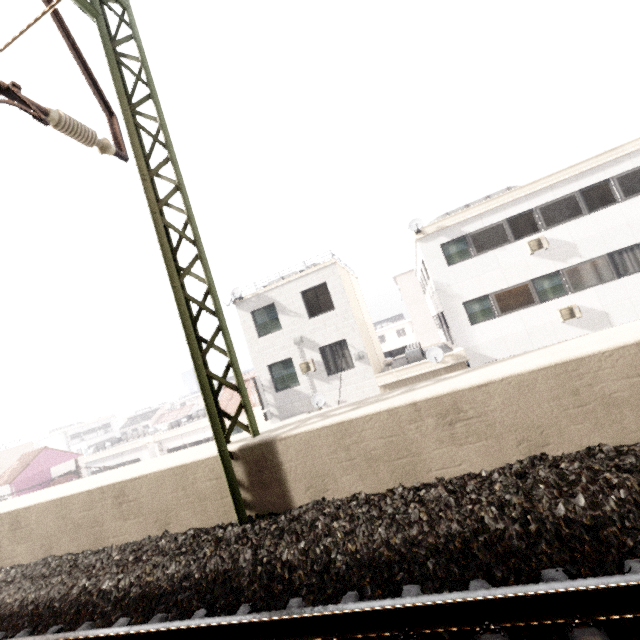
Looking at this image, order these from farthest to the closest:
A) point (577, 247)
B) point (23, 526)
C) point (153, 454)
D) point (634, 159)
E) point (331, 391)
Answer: point (153, 454), point (331, 391), point (577, 247), point (634, 159), point (23, 526)

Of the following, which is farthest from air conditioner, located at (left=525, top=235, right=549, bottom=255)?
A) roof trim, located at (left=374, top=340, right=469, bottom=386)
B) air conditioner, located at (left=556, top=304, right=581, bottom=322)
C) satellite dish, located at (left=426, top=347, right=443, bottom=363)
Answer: satellite dish, located at (left=426, top=347, right=443, bottom=363)

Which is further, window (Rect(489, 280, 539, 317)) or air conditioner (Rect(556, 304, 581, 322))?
window (Rect(489, 280, 539, 317))

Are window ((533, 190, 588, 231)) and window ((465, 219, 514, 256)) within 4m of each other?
yes

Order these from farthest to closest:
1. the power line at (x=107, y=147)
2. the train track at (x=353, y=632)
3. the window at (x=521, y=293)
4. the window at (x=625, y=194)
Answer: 1. the window at (x=521, y=293)
2. the window at (x=625, y=194)
3. the power line at (x=107, y=147)
4. the train track at (x=353, y=632)

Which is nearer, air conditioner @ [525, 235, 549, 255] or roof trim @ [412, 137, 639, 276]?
roof trim @ [412, 137, 639, 276]

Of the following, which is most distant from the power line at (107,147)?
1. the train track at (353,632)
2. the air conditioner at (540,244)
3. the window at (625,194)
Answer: the window at (625,194)

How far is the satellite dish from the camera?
13.83m
